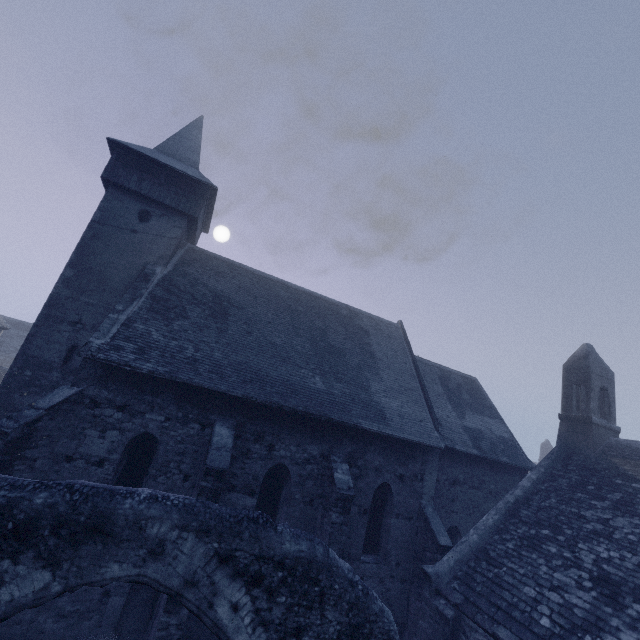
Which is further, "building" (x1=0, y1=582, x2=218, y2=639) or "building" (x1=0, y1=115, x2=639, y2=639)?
"building" (x1=0, y1=115, x2=639, y2=639)

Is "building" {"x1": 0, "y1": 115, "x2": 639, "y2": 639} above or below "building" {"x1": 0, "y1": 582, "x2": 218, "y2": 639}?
above

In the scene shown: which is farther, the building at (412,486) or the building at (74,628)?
the building at (412,486)

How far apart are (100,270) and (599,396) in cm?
2085

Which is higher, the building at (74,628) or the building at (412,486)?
the building at (412,486)
